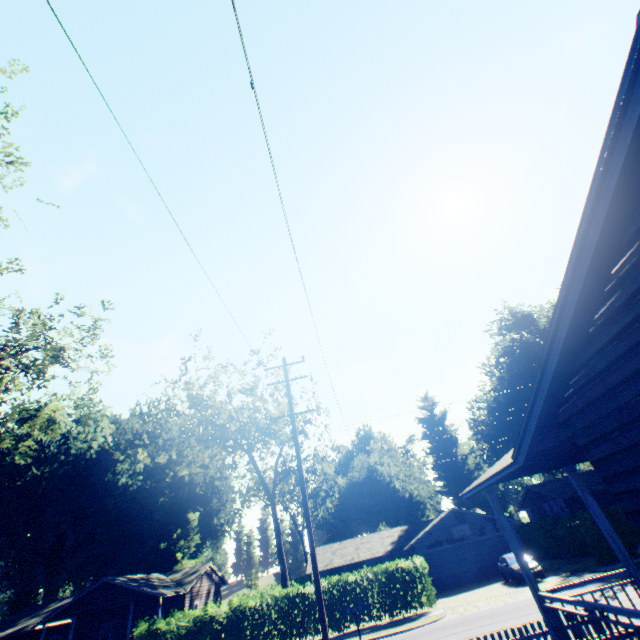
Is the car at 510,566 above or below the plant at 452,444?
below

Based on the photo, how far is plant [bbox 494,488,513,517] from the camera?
44.1m

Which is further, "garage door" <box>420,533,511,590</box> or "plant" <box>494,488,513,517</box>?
"plant" <box>494,488,513,517</box>

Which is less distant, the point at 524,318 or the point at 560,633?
the point at 560,633

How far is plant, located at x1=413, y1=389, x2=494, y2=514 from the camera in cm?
4712

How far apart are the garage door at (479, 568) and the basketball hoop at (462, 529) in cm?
53

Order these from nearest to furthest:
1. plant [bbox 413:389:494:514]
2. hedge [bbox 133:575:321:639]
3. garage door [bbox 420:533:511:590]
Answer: hedge [bbox 133:575:321:639] < garage door [bbox 420:533:511:590] < plant [bbox 413:389:494:514]

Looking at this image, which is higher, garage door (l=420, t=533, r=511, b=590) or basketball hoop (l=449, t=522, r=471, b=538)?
basketball hoop (l=449, t=522, r=471, b=538)
